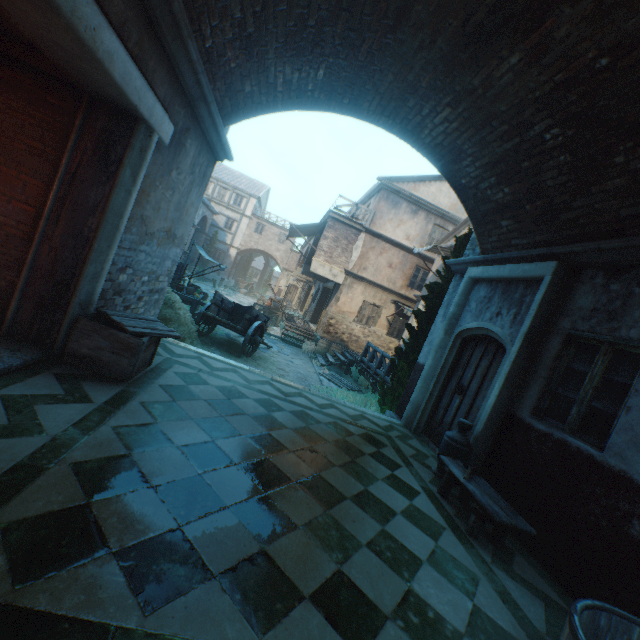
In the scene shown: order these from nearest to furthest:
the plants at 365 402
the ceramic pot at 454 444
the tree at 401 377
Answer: the ceramic pot at 454 444 < the tree at 401 377 < the plants at 365 402

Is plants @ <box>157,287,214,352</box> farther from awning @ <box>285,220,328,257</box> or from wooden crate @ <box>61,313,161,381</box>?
awning @ <box>285,220,328,257</box>

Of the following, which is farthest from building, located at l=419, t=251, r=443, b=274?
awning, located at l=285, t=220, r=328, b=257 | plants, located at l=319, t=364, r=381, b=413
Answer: plants, located at l=319, t=364, r=381, b=413

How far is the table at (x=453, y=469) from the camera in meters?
3.4

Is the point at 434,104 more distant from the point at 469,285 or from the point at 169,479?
the point at 169,479

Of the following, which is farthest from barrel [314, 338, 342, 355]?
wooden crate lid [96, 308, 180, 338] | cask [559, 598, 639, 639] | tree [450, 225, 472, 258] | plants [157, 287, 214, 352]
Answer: cask [559, 598, 639, 639]

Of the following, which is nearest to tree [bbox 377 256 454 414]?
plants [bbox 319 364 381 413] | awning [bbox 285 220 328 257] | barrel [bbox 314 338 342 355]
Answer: plants [bbox 319 364 381 413]

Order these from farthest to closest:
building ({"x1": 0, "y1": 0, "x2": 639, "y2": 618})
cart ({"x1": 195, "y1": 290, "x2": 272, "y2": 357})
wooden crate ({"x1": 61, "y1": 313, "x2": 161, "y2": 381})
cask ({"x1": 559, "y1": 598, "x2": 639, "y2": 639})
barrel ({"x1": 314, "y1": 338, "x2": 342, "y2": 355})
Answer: barrel ({"x1": 314, "y1": 338, "x2": 342, "y2": 355}) → cart ({"x1": 195, "y1": 290, "x2": 272, "y2": 357}) → wooden crate ({"x1": 61, "y1": 313, "x2": 161, "y2": 381}) → building ({"x1": 0, "y1": 0, "x2": 639, "y2": 618}) → cask ({"x1": 559, "y1": 598, "x2": 639, "y2": 639})
